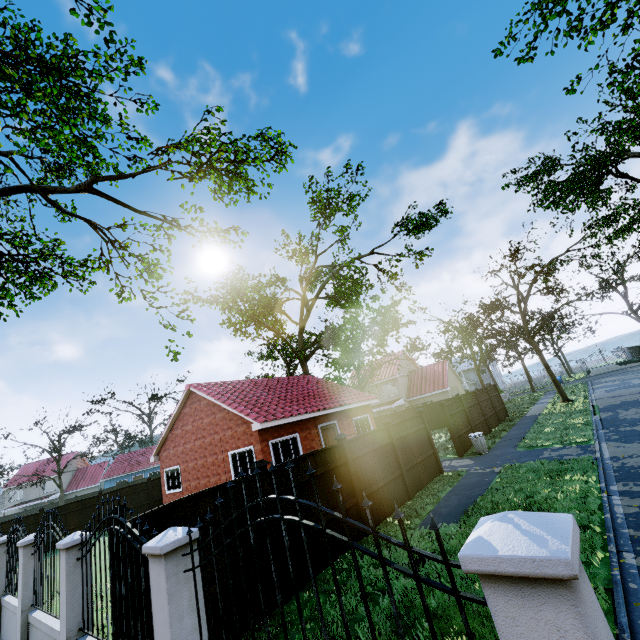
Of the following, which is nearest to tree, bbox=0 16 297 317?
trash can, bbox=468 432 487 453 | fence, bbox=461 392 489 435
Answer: fence, bbox=461 392 489 435

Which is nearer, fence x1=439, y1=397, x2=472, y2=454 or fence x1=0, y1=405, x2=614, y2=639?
fence x1=0, y1=405, x2=614, y2=639

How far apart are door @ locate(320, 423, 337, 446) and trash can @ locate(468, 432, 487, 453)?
6.9 meters

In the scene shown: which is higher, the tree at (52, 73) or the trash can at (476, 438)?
the tree at (52, 73)

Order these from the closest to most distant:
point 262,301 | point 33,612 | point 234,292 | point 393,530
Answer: point 33,612, point 393,530, point 234,292, point 262,301

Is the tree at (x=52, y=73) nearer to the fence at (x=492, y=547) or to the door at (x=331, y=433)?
the door at (x=331, y=433)

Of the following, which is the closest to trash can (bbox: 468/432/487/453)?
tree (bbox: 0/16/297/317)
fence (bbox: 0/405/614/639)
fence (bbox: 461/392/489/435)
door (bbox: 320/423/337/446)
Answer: fence (bbox: 461/392/489/435)

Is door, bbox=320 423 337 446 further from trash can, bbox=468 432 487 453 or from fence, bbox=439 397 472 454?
trash can, bbox=468 432 487 453
